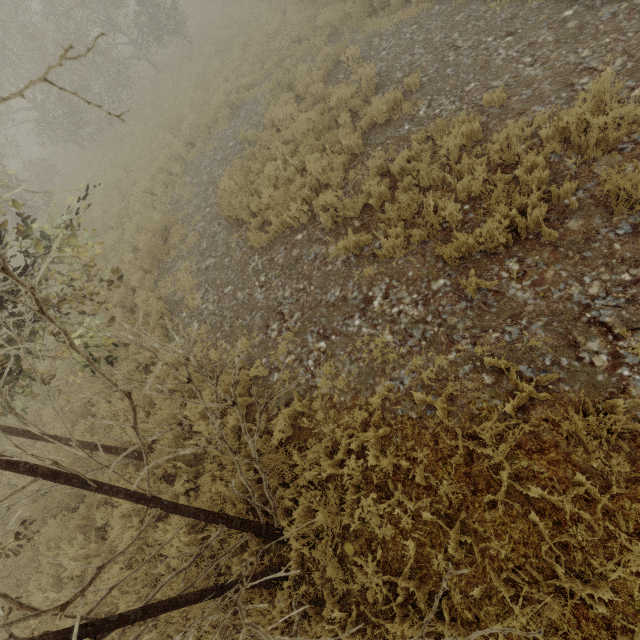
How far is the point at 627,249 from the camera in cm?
409
